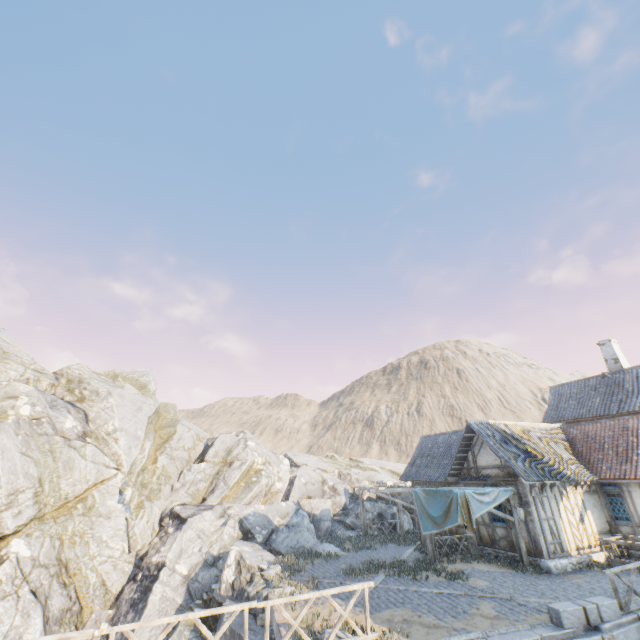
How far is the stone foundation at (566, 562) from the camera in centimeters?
1331cm

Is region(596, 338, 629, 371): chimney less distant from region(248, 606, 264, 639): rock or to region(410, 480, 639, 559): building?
region(410, 480, 639, 559): building

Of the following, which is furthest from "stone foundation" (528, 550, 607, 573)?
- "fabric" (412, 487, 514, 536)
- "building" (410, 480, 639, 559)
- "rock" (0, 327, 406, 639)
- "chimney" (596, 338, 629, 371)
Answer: "chimney" (596, 338, 629, 371)

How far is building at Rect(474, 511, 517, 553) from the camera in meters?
15.2 m

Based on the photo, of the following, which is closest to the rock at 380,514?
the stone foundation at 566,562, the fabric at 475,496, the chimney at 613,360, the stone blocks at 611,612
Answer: the stone blocks at 611,612

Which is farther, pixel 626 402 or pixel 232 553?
pixel 626 402

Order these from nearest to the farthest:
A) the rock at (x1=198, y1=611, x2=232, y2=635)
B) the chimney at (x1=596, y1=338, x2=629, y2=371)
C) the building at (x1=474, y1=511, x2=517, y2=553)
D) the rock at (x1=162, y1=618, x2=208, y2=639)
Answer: the rock at (x1=198, y1=611, x2=232, y2=635) < the rock at (x1=162, y1=618, x2=208, y2=639) < the building at (x1=474, y1=511, x2=517, y2=553) < the chimney at (x1=596, y1=338, x2=629, y2=371)

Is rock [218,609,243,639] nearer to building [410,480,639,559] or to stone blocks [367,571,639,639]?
stone blocks [367,571,639,639]
